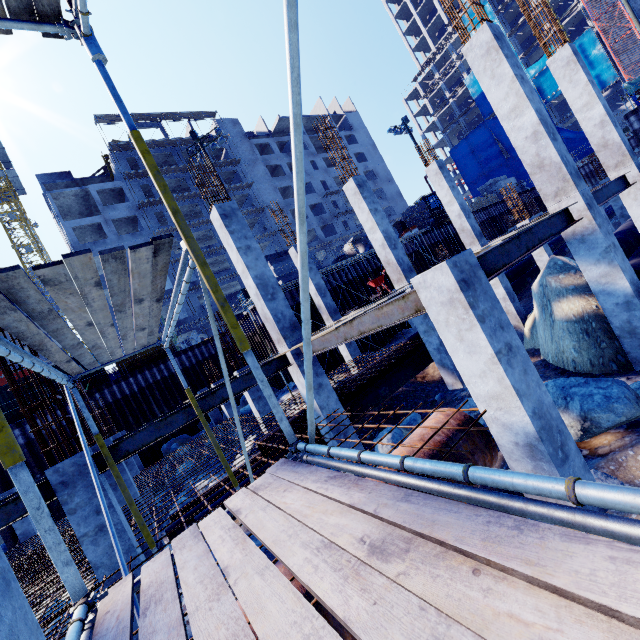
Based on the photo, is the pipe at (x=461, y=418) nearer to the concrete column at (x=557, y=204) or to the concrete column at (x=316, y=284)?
the concrete column at (x=557, y=204)

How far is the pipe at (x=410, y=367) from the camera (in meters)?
11.11

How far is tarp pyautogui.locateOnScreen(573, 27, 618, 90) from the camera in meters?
43.6 m

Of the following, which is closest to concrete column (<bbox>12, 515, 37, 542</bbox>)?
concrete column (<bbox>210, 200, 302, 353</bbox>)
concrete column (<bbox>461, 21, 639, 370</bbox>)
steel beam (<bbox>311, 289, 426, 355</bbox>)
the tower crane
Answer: concrete column (<bbox>210, 200, 302, 353</bbox>)

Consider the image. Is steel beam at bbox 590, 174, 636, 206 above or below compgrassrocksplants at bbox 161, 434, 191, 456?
above

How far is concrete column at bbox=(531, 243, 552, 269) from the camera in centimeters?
1611cm

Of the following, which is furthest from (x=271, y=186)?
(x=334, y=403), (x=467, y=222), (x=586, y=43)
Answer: (x=334, y=403)

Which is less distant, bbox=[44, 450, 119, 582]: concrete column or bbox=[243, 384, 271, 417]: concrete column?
bbox=[44, 450, 119, 582]: concrete column
